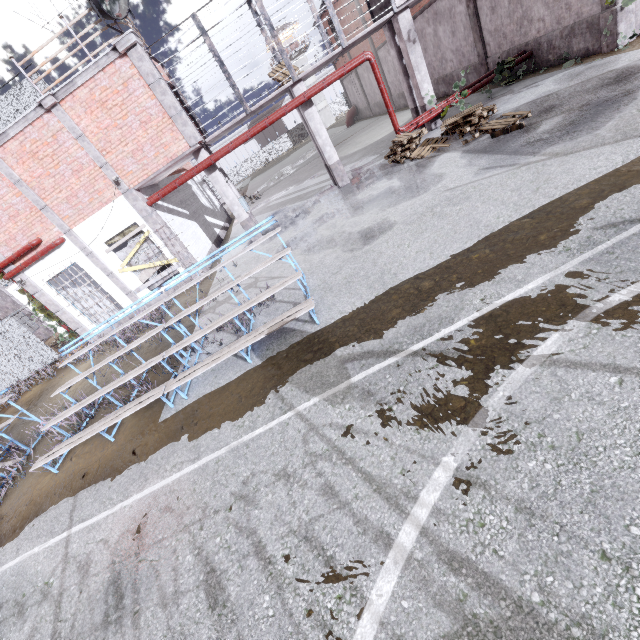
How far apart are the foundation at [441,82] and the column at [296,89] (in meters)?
7.94

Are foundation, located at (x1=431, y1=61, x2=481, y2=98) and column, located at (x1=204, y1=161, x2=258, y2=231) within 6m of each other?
no

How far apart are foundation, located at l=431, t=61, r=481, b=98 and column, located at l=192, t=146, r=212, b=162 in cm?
1224

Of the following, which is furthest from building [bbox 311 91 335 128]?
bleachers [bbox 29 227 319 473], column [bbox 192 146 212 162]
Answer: bleachers [bbox 29 227 319 473]

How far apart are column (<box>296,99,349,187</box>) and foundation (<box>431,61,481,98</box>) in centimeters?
794cm

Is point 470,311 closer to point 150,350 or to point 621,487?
point 621,487

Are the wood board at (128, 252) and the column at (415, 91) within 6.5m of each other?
no

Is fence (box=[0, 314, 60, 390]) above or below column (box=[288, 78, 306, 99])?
below
